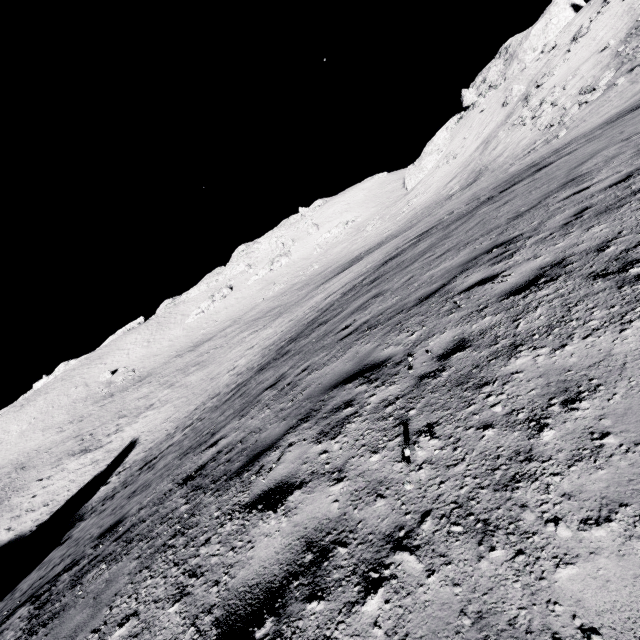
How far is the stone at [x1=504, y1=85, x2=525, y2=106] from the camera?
45.4 meters

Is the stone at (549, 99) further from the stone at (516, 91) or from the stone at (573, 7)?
the stone at (573, 7)

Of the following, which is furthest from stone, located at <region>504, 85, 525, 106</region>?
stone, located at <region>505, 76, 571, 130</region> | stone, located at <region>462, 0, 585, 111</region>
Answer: stone, located at <region>505, 76, 571, 130</region>

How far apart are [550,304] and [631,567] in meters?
2.4

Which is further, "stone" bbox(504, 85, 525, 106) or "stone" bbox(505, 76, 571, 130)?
"stone" bbox(504, 85, 525, 106)

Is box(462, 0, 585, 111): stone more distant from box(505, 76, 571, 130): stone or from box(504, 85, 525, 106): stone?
box(505, 76, 571, 130): stone

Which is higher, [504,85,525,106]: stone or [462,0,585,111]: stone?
[462,0,585,111]: stone

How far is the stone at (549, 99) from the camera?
35.2m
